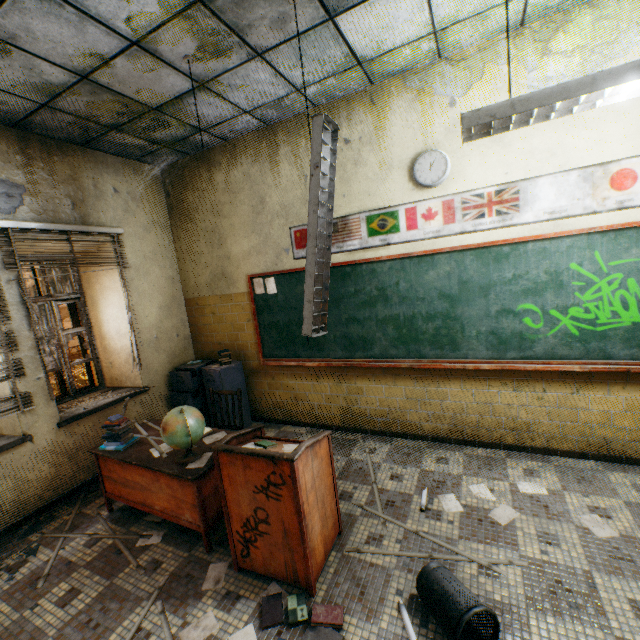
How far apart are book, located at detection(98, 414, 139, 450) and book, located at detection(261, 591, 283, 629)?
1.94m

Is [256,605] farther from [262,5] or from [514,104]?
[262,5]

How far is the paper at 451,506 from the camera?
2.74m

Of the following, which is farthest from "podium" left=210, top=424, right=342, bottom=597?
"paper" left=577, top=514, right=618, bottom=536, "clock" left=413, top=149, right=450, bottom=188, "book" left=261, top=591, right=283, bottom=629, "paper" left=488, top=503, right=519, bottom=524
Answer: "clock" left=413, top=149, right=450, bottom=188

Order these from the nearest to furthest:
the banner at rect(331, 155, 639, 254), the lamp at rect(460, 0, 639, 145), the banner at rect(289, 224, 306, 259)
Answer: the lamp at rect(460, 0, 639, 145) → the banner at rect(331, 155, 639, 254) → the banner at rect(289, 224, 306, 259)

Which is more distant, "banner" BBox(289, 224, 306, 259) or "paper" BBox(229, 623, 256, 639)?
"banner" BBox(289, 224, 306, 259)

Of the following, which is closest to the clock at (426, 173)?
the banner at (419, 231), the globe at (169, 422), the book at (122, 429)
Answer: the banner at (419, 231)

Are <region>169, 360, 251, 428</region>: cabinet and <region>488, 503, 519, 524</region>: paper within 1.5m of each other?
no
